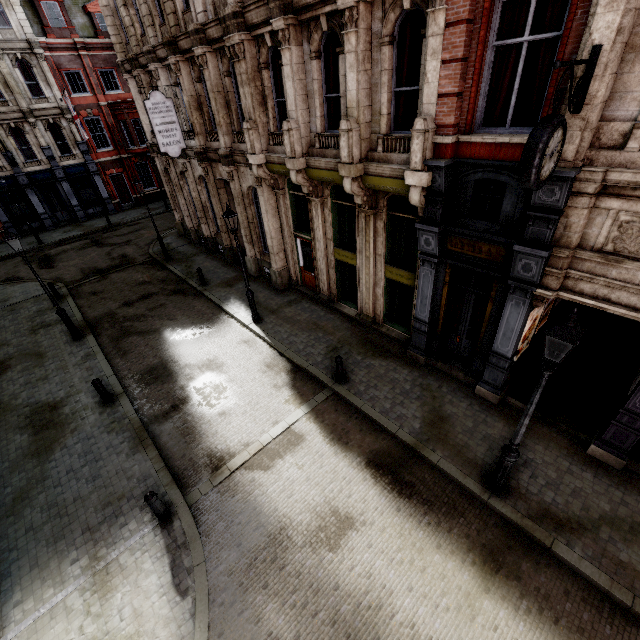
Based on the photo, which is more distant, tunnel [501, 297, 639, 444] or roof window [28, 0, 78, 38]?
roof window [28, 0, 78, 38]

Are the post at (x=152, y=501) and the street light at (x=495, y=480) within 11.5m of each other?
yes

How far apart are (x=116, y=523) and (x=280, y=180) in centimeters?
1217cm

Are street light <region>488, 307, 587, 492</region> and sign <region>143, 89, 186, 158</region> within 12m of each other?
no

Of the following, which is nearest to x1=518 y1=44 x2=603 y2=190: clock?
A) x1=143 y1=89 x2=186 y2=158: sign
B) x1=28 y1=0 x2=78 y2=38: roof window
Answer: x1=143 y1=89 x2=186 y2=158: sign

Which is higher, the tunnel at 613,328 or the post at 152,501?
the post at 152,501

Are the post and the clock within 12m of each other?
yes

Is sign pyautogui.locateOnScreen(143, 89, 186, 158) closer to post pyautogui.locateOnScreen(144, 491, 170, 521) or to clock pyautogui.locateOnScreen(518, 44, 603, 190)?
post pyautogui.locateOnScreen(144, 491, 170, 521)
